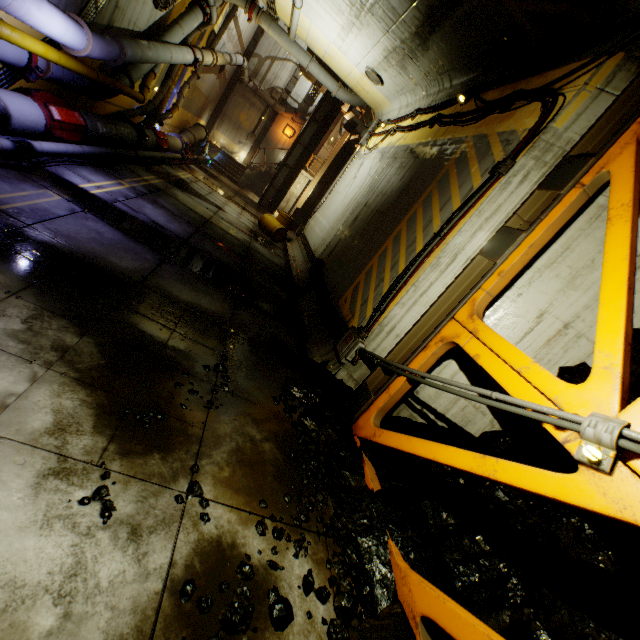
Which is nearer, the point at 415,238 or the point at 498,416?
the point at 498,416

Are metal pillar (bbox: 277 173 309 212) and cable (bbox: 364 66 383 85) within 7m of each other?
no

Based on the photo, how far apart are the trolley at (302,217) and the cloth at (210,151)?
7.0m

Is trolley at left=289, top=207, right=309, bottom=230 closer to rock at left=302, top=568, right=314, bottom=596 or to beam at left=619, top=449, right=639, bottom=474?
rock at left=302, top=568, right=314, bottom=596

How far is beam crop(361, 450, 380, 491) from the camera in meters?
4.0

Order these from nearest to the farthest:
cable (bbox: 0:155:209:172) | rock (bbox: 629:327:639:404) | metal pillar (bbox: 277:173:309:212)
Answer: rock (bbox: 629:327:639:404) < cable (bbox: 0:155:209:172) < metal pillar (bbox: 277:173:309:212)

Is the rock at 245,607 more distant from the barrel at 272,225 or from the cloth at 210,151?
the cloth at 210,151

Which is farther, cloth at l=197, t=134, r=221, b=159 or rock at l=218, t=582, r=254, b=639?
cloth at l=197, t=134, r=221, b=159
